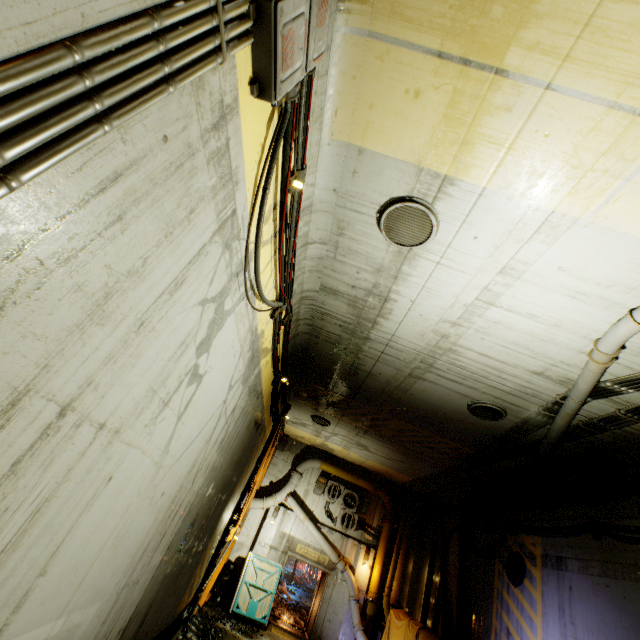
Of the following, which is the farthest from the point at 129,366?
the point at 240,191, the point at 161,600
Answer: the point at 161,600

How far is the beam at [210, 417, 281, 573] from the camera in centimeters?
1072cm

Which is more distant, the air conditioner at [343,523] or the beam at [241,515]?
the air conditioner at [343,523]

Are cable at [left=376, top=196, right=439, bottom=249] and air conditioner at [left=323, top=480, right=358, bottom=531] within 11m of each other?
no

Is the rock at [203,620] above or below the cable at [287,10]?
below

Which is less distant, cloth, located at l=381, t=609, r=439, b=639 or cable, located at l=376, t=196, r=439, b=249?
cable, located at l=376, t=196, r=439, b=249

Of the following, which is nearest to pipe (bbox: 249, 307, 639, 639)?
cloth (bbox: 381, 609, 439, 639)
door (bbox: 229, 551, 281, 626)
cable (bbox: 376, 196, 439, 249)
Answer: cloth (bbox: 381, 609, 439, 639)

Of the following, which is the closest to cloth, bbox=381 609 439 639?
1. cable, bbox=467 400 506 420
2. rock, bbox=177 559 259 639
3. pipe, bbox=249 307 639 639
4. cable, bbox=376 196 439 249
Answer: pipe, bbox=249 307 639 639
